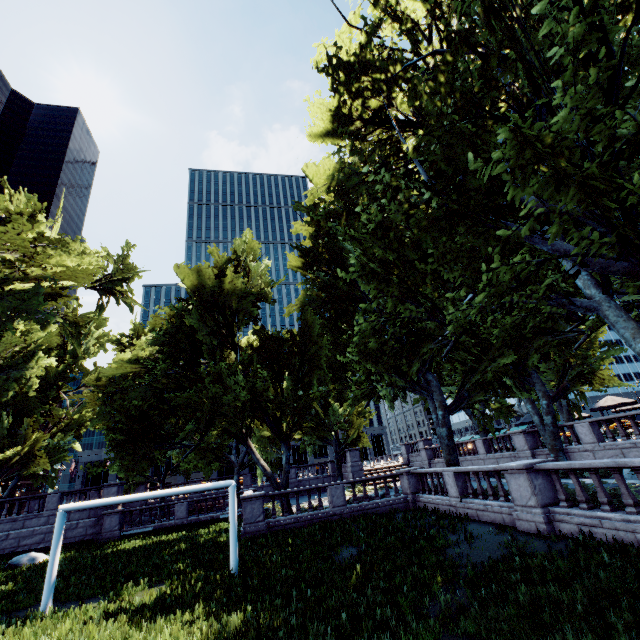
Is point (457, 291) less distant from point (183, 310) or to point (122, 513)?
point (183, 310)

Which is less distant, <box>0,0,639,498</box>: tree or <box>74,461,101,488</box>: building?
<box>0,0,639,498</box>: tree

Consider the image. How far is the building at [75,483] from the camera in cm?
5849

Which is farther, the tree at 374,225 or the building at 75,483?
the building at 75,483

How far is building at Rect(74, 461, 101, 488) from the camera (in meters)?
58.49
